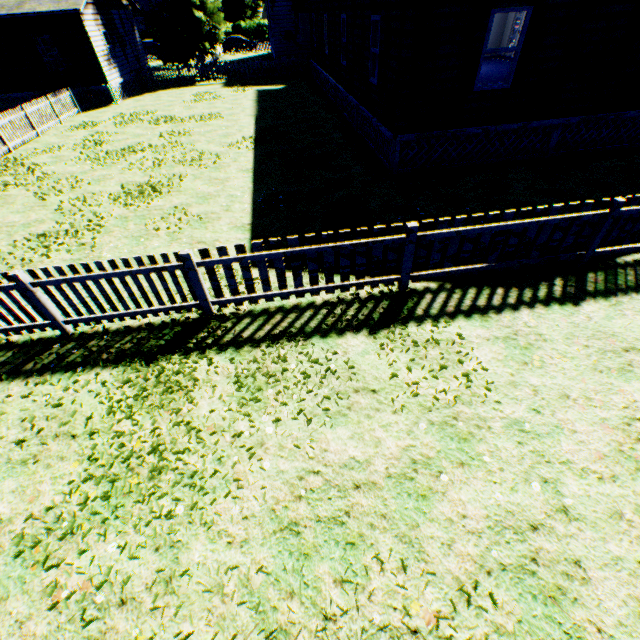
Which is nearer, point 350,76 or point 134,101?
point 350,76

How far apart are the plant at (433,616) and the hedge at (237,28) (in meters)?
70.27

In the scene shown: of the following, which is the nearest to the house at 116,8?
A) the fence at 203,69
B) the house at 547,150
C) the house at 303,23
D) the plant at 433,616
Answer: the fence at 203,69

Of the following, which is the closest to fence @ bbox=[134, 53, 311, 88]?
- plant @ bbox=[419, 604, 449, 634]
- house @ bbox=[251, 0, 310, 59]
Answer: house @ bbox=[251, 0, 310, 59]

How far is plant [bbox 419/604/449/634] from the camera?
2.70m

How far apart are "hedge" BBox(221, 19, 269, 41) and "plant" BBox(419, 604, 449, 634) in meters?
70.3 m

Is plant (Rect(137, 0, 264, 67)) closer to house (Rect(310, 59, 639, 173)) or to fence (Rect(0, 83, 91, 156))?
fence (Rect(0, 83, 91, 156))

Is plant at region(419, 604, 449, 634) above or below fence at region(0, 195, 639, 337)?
below
